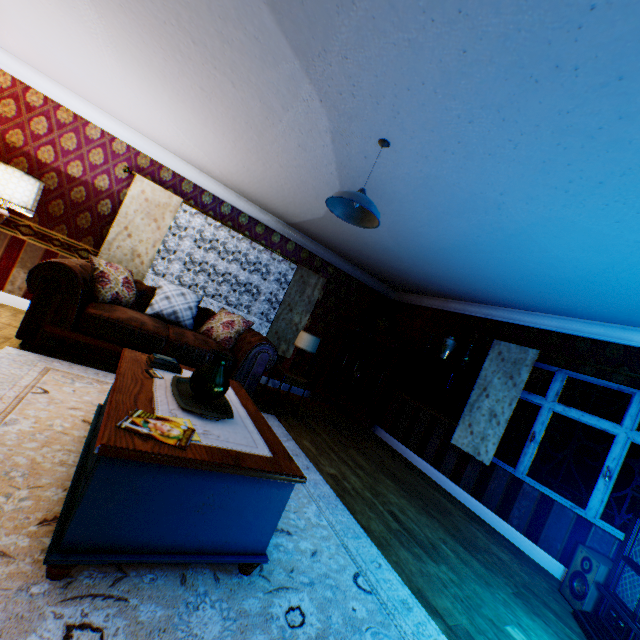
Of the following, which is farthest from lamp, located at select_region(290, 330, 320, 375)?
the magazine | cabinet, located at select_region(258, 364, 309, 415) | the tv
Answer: the tv

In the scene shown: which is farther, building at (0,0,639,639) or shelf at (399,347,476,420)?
shelf at (399,347,476,420)

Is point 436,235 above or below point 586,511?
above

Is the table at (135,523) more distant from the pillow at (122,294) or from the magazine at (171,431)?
the pillow at (122,294)

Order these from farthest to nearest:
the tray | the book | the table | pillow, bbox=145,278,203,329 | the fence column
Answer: the fence column, pillow, bbox=145,278,203,329, the book, the tray, the table

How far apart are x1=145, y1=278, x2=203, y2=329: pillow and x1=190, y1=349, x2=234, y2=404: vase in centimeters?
296cm

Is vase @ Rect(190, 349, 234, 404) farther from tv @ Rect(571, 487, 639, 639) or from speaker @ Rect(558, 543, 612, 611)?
speaker @ Rect(558, 543, 612, 611)

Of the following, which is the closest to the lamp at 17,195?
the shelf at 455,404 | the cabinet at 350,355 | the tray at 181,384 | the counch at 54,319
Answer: the counch at 54,319
